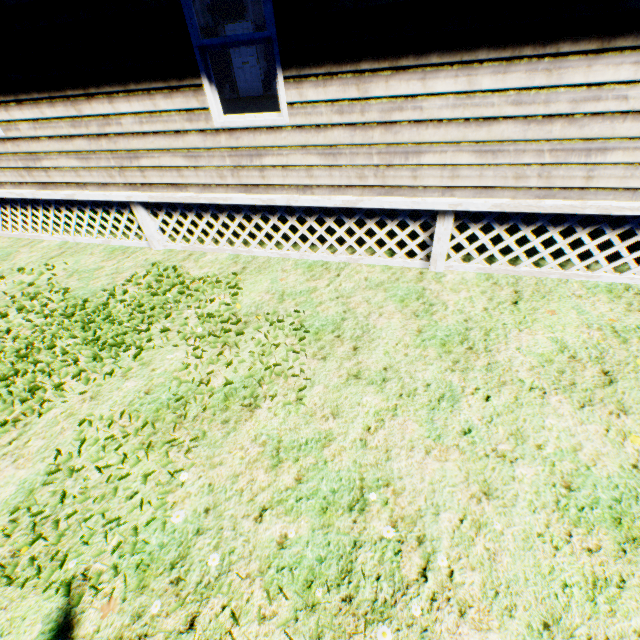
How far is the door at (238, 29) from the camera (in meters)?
11.49

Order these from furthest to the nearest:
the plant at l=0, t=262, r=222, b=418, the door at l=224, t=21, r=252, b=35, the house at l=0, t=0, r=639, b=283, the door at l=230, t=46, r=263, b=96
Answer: the door at l=230, t=46, r=263, b=96
the door at l=224, t=21, r=252, b=35
the plant at l=0, t=262, r=222, b=418
the house at l=0, t=0, r=639, b=283

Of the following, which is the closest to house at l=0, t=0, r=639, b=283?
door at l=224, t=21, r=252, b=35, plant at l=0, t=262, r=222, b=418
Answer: door at l=224, t=21, r=252, b=35

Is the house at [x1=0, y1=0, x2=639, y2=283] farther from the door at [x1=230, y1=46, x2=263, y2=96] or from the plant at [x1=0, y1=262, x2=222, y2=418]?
the plant at [x1=0, y1=262, x2=222, y2=418]

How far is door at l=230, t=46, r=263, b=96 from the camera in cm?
1206

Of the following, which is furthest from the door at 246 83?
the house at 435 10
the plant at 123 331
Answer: the plant at 123 331

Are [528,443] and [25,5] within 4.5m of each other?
no

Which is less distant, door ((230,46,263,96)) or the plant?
the plant
